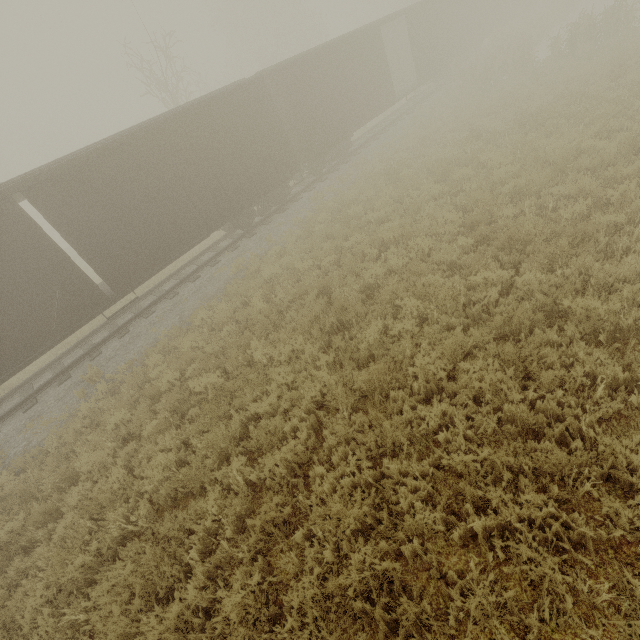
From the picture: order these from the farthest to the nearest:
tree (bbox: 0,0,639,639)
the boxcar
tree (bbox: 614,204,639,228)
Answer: the boxcar < tree (bbox: 614,204,639,228) < tree (bbox: 0,0,639,639)

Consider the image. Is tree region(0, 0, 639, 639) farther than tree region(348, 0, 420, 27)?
No

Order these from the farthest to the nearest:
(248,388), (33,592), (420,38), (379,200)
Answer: (420,38)
(379,200)
(248,388)
(33,592)

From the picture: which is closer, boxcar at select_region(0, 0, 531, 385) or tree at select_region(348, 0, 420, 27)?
boxcar at select_region(0, 0, 531, 385)

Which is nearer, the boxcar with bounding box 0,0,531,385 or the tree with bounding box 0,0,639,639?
the tree with bounding box 0,0,639,639

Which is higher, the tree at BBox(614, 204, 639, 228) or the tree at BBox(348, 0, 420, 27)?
the tree at BBox(348, 0, 420, 27)

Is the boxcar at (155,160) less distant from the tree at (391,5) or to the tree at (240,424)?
the tree at (240,424)
